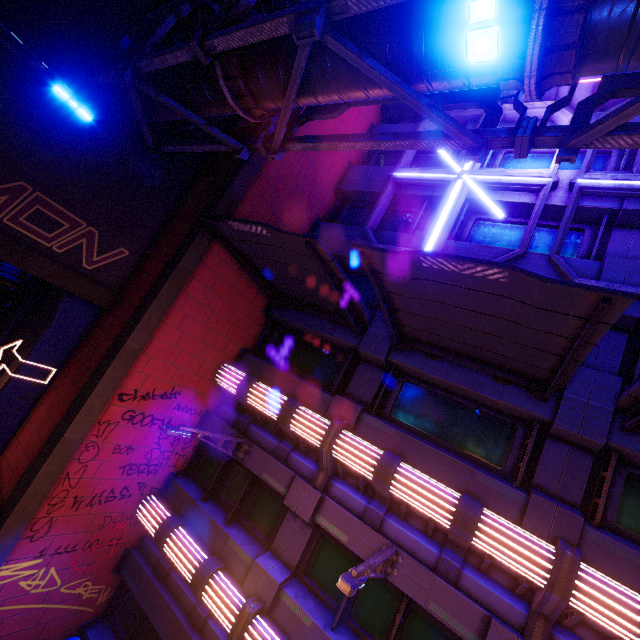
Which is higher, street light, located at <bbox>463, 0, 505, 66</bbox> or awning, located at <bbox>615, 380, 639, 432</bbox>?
street light, located at <bbox>463, 0, 505, 66</bbox>

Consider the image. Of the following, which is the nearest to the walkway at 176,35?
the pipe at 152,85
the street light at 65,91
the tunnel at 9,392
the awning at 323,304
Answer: the pipe at 152,85

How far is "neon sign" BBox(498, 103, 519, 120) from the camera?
10.8m

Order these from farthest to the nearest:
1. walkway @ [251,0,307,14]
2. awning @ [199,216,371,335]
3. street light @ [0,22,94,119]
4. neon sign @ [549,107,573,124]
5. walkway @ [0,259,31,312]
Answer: walkway @ [0,259,31,312], neon sign @ [549,107,573,124], awning @ [199,216,371,335], walkway @ [251,0,307,14], street light @ [0,22,94,119]

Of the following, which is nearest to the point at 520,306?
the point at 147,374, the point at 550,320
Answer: the point at 550,320

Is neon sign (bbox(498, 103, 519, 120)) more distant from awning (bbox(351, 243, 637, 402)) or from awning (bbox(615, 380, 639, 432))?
awning (bbox(615, 380, 639, 432))

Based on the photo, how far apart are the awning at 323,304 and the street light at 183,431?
4.5m
